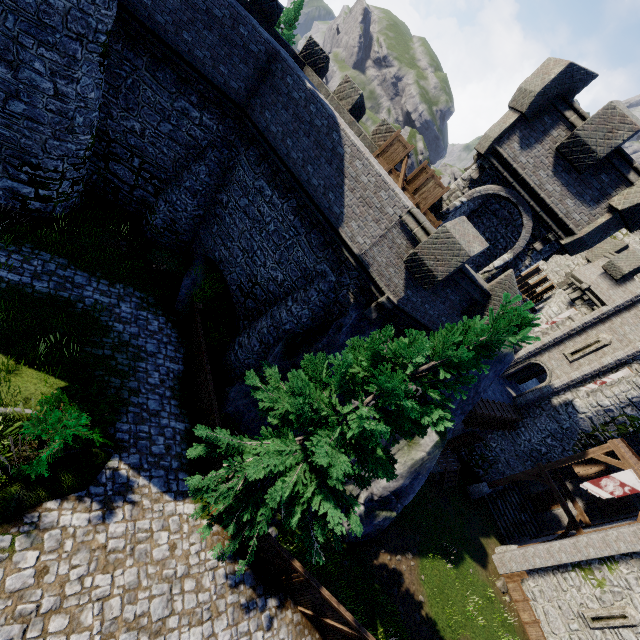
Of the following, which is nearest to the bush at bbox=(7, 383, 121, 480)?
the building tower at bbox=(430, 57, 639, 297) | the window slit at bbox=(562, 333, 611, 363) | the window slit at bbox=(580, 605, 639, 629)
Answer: the building tower at bbox=(430, 57, 639, 297)

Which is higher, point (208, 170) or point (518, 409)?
point (518, 409)

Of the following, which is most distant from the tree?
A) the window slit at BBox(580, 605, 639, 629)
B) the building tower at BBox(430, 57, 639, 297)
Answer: the window slit at BBox(580, 605, 639, 629)

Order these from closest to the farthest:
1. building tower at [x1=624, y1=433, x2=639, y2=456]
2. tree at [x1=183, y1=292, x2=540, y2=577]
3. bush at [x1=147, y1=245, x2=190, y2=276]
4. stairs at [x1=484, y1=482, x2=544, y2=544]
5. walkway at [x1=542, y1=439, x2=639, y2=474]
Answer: tree at [x1=183, y1=292, x2=540, y2=577] → bush at [x1=147, y1=245, x2=190, y2=276] → walkway at [x1=542, y1=439, x2=639, y2=474] → building tower at [x1=624, y1=433, x2=639, y2=456] → stairs at [x1=484, y1=482, x2=544, y2=544]

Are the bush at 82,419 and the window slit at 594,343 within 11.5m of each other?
no

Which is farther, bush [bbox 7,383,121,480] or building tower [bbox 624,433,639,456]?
building tower [bbox 624,433,639,456]

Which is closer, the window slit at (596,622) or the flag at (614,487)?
the window slit at (596,622)

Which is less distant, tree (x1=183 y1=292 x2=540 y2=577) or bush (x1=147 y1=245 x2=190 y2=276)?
tree (x1=183 y1=292 x2=540 y2=577)
